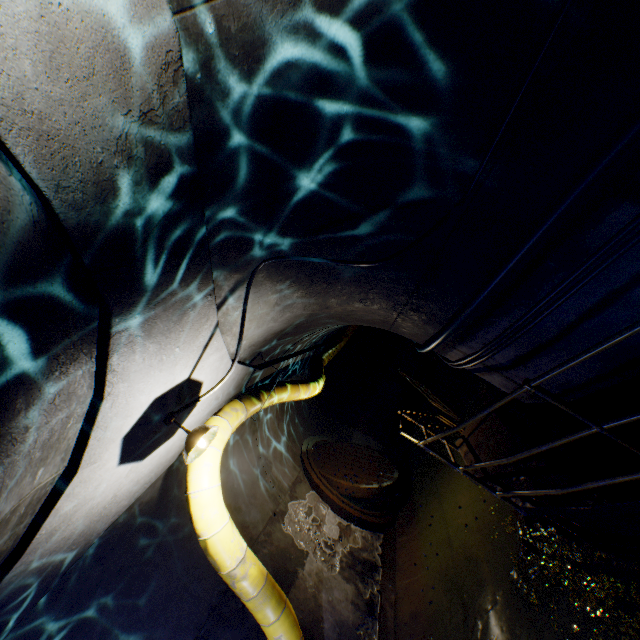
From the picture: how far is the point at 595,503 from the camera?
2.7 meters

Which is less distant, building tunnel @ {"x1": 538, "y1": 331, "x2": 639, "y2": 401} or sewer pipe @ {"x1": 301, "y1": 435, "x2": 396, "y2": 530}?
building tunnel @ {"x1": 538, "y1": 331, "x2": 639, "y2": 401}

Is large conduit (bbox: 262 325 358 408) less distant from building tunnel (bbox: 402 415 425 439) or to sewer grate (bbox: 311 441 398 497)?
building tunnel (bbox: 402 415 425 439)

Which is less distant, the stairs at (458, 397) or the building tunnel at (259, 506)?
the building tunnel at (259, 506)

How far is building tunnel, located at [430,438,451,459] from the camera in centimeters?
911cm

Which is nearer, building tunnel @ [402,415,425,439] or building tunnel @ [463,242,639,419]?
building tunnel @ [463,242,639,419]

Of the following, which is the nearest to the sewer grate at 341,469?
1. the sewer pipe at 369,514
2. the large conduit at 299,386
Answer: the sewer pipe at 369,514

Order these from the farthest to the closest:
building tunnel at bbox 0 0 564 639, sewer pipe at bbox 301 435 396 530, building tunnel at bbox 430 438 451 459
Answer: building tunnel at bbox 430 438 451 459 → sewer pipe at bbox 301 435 396 530 → building tunnel at bbox 0 0 564 639
